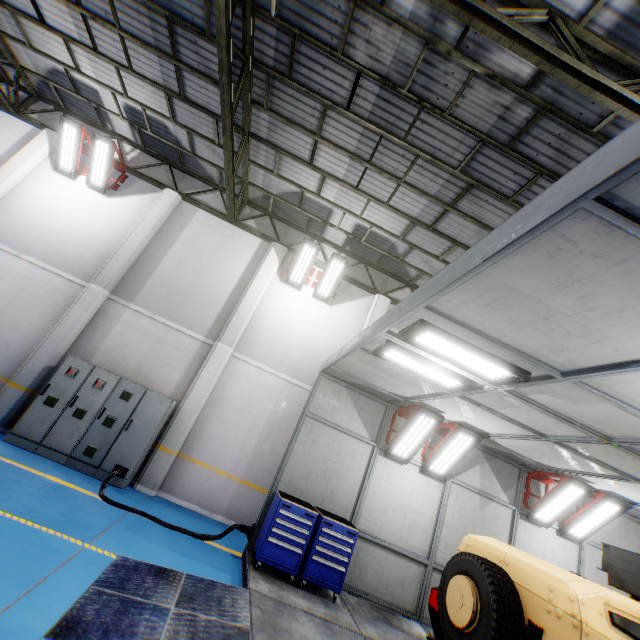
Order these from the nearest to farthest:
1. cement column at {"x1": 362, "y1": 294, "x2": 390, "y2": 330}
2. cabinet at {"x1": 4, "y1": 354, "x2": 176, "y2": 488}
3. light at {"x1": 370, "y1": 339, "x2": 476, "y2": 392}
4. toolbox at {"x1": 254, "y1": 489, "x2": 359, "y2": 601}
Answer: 1. light at {"x1": 370, "y1": 339, "x2": 476, "y2": 392}
2. toolbox at {"x1": 254, "y1": 489, "x2": 359, "y2": 601}
3. cabinet at {"x1": 4, "y1": 354, "x2": 176, "y2": 488}
4. cement column at {"x1": 362, "y1": 294, "x2": 390, "y2": 330}

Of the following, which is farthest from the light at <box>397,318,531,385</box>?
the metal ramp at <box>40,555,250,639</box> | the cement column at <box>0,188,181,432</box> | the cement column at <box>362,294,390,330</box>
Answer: the cement column at <box>0,188,181,432</box>

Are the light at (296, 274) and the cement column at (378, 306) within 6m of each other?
yes

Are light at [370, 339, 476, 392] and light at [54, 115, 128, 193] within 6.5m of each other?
no

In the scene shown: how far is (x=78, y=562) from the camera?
4.2 meters

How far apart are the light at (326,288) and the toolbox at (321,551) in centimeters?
581cm

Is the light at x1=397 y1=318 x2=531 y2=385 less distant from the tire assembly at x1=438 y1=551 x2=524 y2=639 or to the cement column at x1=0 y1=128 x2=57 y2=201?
the tire assembly at x1=438 y1=551 x2=524 y2=639

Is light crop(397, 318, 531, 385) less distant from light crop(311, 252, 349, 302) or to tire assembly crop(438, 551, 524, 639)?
tire assembly crop(438, 551, 524, 639)
